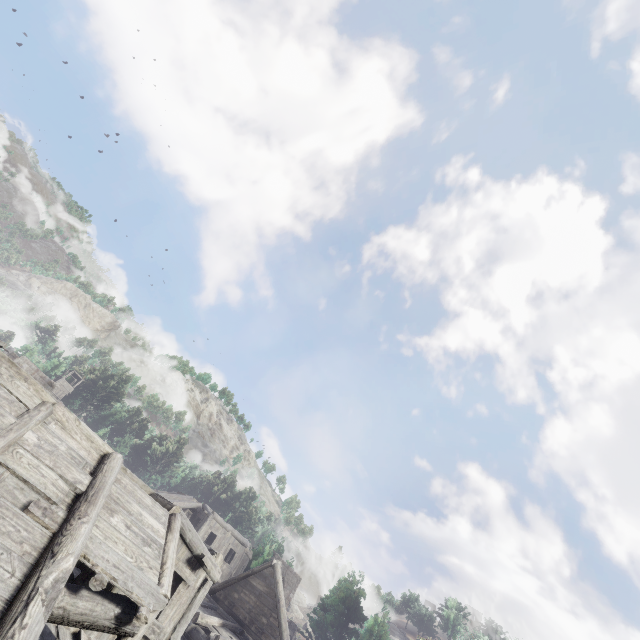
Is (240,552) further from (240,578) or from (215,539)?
(240,578)
